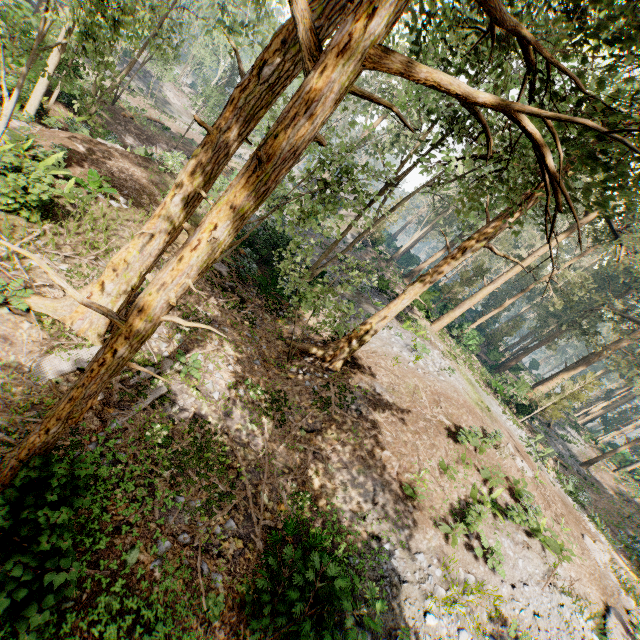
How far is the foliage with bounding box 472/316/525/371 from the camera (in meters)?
42.38

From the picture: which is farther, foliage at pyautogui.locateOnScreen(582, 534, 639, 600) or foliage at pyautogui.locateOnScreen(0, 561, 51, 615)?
foliage at pyautogui.locateOnScreen(582, 534, 639, 600)

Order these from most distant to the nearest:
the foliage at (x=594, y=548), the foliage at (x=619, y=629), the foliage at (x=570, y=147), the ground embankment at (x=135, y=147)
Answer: the ground embankment at (x=135, y=147) → the foliage at (x=594, y=548) → the foliage at (x=619, y=629) → the foliage at (x=570, y=147)

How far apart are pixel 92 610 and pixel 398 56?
8.6 meters

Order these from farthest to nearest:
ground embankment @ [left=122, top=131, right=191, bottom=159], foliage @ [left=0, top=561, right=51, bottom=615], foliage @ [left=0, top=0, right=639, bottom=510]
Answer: ground embankment @ [left=122, top=131, right=191, bottom=159], foliage @ [left=0, top=561, right=51, bottom=615], foliage @ [left=0, top=0, right=639, bottom=510]

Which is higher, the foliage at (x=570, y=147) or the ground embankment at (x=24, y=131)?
the foliage at (x=570, y=147)

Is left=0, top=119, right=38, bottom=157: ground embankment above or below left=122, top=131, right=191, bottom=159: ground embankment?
above
